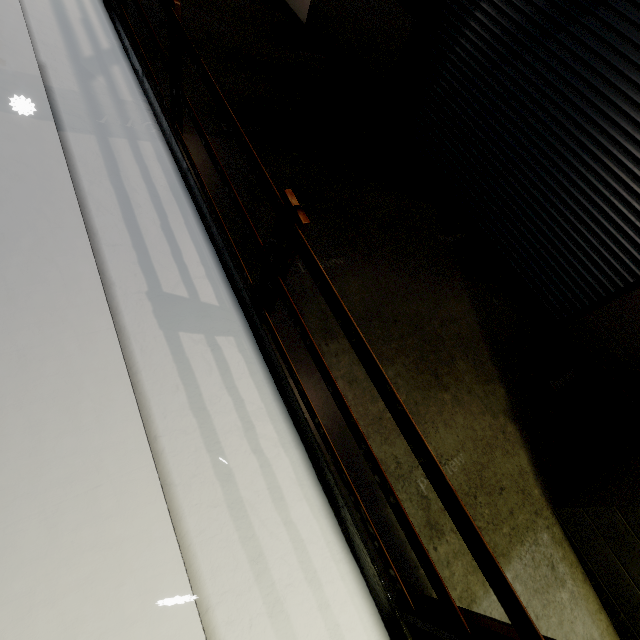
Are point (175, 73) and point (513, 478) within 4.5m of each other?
no

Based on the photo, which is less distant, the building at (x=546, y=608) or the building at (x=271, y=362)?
the building at (x=271, y=362)

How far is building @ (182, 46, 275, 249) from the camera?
3.91m

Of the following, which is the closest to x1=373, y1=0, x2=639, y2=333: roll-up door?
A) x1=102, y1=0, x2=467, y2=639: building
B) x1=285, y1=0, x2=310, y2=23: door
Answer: x1=102, y1=0, x2=467, y2=639: building

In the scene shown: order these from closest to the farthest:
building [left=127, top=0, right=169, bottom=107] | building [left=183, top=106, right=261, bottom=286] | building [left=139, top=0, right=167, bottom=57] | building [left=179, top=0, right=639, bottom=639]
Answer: building [left=179, top=0, right=639, bottom=639], building [left=183, top=106, right=261, bottom=286], building [left=127, top=0, right=169, bottom=107], building [left=139, top=0, right=167, bottom=57]
